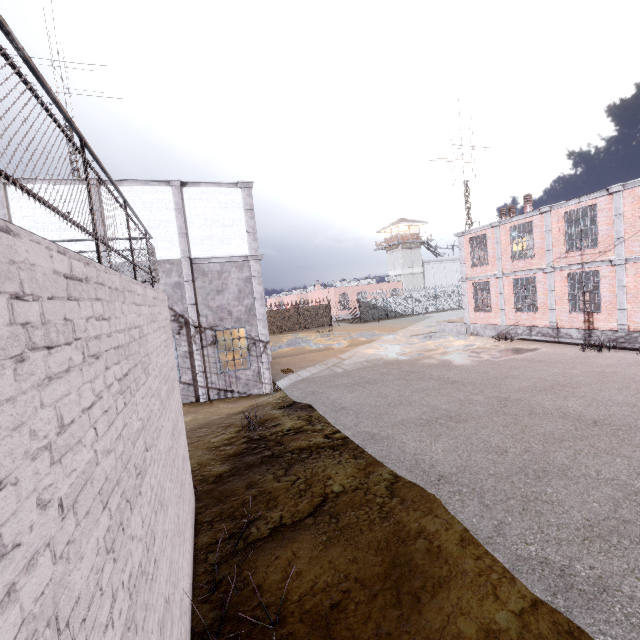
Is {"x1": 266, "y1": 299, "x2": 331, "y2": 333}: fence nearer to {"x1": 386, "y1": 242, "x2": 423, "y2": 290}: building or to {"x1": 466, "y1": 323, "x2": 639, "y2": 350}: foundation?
{"x1": 386, "y1": 242, "x2": 423, "y2": 290}: building

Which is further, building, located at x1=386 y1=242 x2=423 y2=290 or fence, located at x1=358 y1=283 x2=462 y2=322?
building, located at x1=386 y1=242 x2=423 y2=290

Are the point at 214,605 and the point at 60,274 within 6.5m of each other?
yes

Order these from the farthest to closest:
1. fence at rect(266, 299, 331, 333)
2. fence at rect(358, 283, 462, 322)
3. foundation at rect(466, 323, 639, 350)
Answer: fence at rect(358, 283, 462, 322) < fence at rect(266, 299, 331, 333) < foundation at rect(466, 323, 639, 350)

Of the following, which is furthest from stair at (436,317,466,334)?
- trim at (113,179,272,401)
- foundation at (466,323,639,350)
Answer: trim at (113,179,272,401)

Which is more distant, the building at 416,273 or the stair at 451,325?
the building at 416,273

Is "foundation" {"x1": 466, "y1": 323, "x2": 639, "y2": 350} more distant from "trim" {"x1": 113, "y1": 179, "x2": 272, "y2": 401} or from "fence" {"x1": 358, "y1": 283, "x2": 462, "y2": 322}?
"fence" {"x1": 358, "y1": 283, "x2": 462, "y2": 322}

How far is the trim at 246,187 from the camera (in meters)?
13.45
